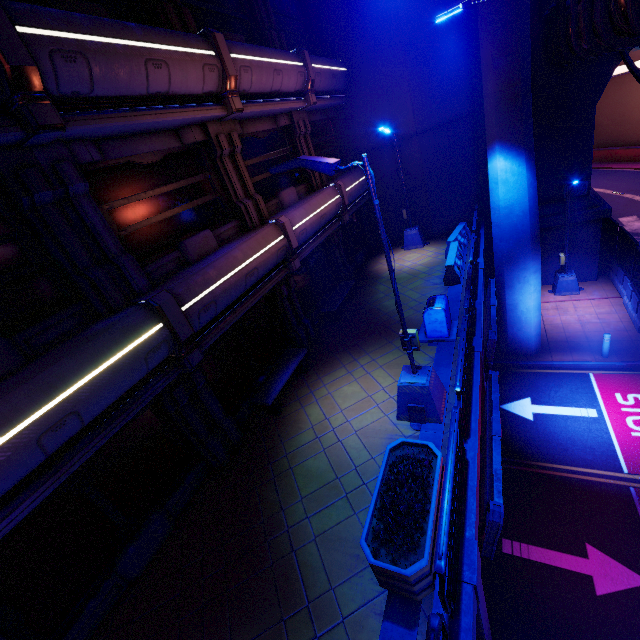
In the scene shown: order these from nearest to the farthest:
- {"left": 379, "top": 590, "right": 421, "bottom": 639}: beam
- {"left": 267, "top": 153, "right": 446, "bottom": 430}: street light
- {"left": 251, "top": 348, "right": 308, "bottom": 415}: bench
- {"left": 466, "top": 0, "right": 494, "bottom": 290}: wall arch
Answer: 1. {"left": 379, "top": 590, "right": 421, "bottom": 639}: beam
2. {"left": 267, "top": 153, "right": 446, "bottom": 430}: street light
3. {"left": 251, "top": 348, "right": 308, "bottom": 415}: bench
4. {"left": 466, "top": 0, "right": 494, "bottom": 290}: wall arch

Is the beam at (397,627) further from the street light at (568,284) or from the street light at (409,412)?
the street light at (568,284)

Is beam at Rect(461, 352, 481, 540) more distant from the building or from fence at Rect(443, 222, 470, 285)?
the building

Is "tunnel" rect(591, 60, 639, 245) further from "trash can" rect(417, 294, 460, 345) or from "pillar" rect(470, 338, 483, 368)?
"pillar" rect(470, 338, 483, 368)

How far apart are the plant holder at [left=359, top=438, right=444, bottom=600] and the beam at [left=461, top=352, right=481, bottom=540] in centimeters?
8cm

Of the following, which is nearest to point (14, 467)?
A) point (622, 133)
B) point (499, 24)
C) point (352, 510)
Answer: point (352, 510)

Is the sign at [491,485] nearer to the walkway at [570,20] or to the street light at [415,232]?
the walkway at [570,20]

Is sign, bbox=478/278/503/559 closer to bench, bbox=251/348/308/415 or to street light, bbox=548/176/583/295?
bench, bbox=251/348/308/415
